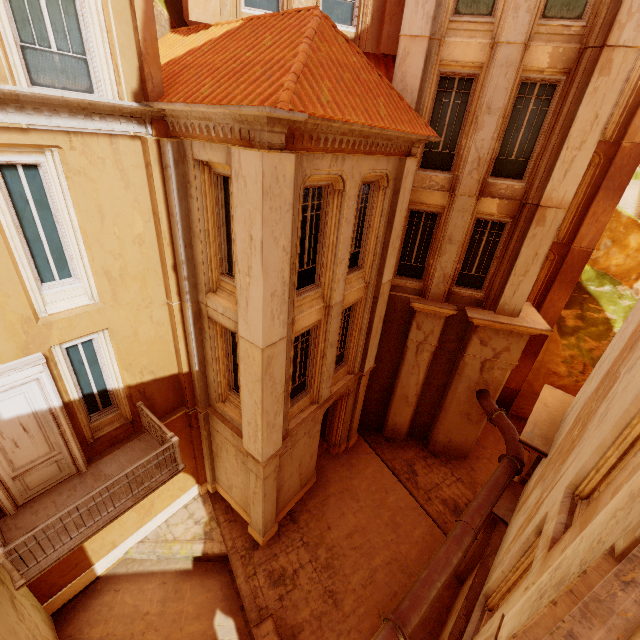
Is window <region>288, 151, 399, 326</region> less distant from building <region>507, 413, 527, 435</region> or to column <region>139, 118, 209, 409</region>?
column <region>139, 118, 209, 409</region>

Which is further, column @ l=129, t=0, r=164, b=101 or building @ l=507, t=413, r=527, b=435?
building @ l=507, t=413, r=527, b=435

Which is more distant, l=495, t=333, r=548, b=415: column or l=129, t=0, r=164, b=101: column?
l=495, t=333, r=548, b=415: column

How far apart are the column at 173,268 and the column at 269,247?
2.0m

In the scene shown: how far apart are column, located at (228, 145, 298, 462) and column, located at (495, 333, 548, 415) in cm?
1324

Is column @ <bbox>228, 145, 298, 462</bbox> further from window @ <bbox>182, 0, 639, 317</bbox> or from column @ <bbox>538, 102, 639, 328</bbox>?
column @ <bbox>538, 102, 639, 328</bbox>

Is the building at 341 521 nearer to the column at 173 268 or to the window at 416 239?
the column at 173 268

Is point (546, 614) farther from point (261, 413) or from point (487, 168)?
point (487, 168)
